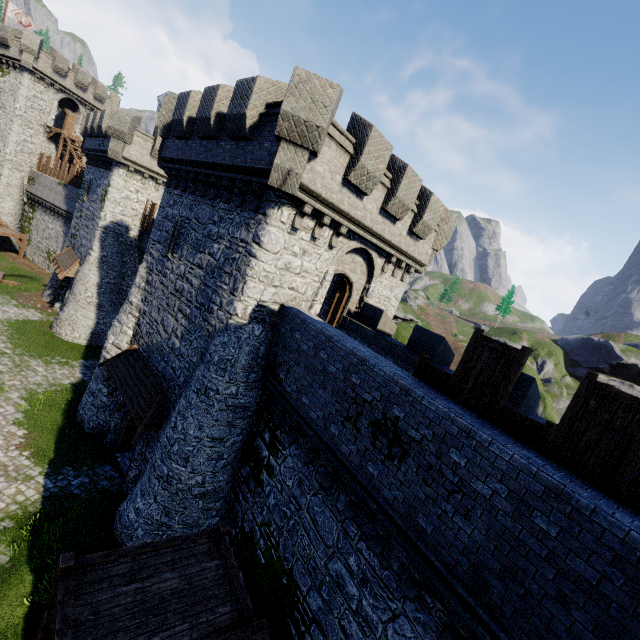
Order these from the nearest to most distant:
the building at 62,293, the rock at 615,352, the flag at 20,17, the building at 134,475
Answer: the building at 134,475 → the building at 62,293 → the flag at 20,17 → the rock at 615,352

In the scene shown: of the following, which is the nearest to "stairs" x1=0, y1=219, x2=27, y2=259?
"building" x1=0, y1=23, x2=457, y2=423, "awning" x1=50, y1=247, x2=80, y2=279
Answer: "building" x1=0, y1=23, x2=457, y2=423

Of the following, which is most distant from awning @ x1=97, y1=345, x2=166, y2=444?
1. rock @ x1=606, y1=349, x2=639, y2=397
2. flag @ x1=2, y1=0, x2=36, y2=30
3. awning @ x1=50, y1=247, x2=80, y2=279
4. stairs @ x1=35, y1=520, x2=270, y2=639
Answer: rock @ x1=606, y1=349, x2=639, y2=397

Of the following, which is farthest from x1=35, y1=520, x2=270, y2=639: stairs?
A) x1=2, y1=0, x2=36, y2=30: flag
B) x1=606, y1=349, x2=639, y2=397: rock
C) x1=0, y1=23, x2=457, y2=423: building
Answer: x1=606, y1=349, x2=639, y2=397: rock

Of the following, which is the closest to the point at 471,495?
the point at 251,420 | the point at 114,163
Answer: the point at 251,420

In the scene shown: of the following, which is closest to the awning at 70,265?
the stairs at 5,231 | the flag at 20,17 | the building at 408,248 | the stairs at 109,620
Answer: the building at 408,248

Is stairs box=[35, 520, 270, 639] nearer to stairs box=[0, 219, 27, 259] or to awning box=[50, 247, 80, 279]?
awning box=[50, 247, 80, 279]

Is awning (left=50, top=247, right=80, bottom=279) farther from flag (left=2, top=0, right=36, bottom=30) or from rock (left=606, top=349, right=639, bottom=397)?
rock (left=606, top=349, right=639, bottom=397)
